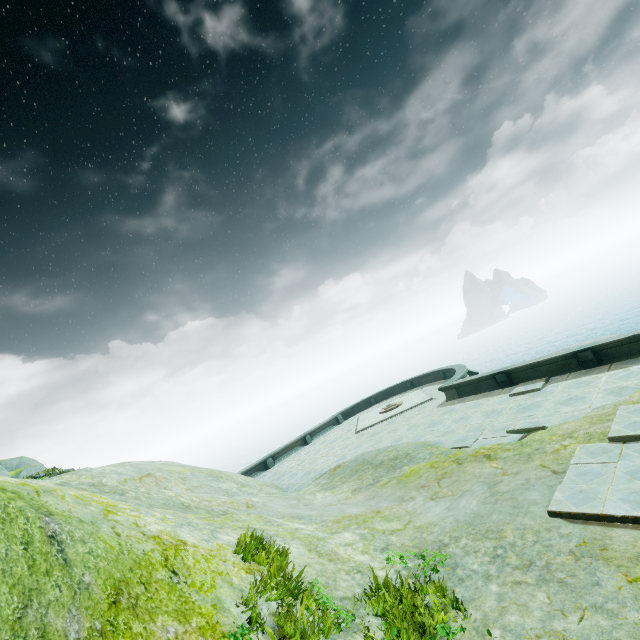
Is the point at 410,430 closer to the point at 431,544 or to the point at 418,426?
the point at 418,426
